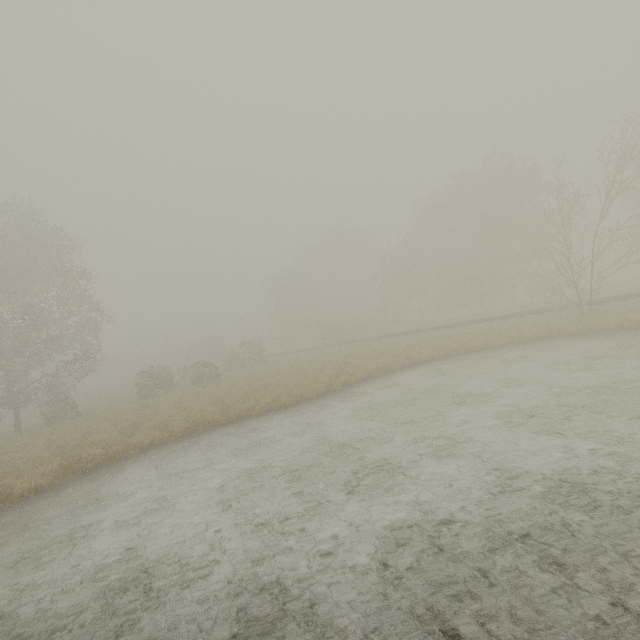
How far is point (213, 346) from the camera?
56.3 meters

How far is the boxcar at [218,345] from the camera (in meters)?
55.79

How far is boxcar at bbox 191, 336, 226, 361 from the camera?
55.8m
